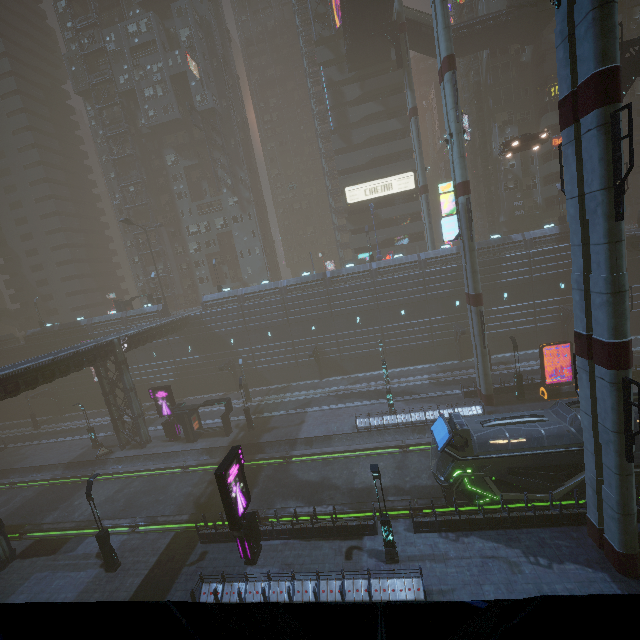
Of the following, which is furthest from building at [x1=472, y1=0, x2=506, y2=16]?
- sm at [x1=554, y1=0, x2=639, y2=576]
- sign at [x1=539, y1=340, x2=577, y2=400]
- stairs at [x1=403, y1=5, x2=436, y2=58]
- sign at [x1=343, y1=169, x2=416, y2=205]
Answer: sign at [x1=539, y1=340, x2=577, y2=400]

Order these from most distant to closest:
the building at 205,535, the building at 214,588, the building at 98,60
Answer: the building at 98,60 < the building at 205,535 < the building at 214,588

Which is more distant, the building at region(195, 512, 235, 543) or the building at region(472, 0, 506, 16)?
the building at region(472, 0, 506, 16)

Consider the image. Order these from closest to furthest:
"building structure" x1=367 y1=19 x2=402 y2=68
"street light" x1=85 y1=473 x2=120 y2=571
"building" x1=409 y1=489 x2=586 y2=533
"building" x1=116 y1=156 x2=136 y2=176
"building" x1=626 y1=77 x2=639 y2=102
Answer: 1. "building" x1=409 y1=489 x2=586 y2=533
2. "street light" x1=85 y1=473 x2=120 y2=571
3. "building structure" x1=367 y1=19 x2=402 y2=68
4. "building" x1=626 y1=77 x2=639 y2=102
5. "building" x1=116 y1=156 x2=136 y2=176

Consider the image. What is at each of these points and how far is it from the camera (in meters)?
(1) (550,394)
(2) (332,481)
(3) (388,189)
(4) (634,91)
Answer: (1) sign, 27.23
(2) train rail, 24.36
(3) sign, 48.28
(4) building, 43.00

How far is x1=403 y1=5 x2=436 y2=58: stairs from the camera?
38.2m

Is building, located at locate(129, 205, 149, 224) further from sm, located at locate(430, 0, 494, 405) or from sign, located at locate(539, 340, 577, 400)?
sign, located at locate(539, 340, 577, 400)

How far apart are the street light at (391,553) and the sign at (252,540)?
6.8 meters
